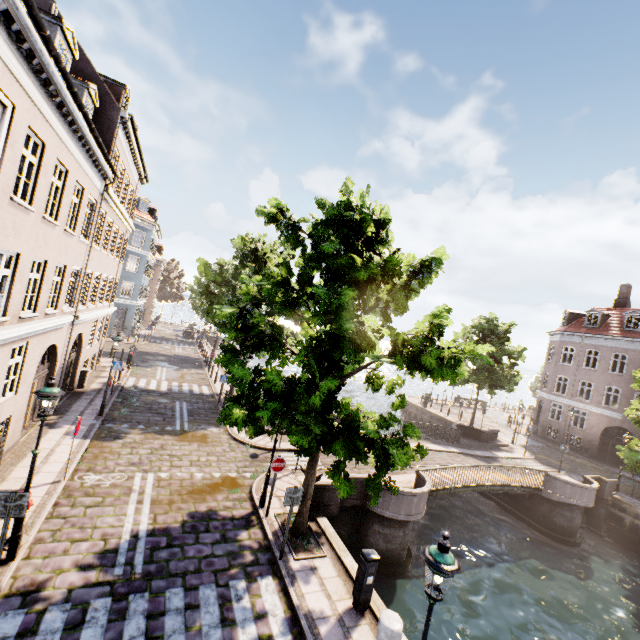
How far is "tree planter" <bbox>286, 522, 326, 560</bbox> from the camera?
8.77m

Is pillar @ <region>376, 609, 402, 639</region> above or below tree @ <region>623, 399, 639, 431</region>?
below

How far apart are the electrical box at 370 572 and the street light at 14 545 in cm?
745

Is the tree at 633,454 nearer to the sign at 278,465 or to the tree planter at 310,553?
the tree planter at 310,553

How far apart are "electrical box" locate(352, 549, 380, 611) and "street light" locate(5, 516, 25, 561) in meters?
7.5 m

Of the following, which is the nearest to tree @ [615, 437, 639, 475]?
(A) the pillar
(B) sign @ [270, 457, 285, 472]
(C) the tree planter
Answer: (C) the tree planter

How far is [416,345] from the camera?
8.0 meters

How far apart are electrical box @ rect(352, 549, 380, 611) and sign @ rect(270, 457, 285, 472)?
3.5 meters
